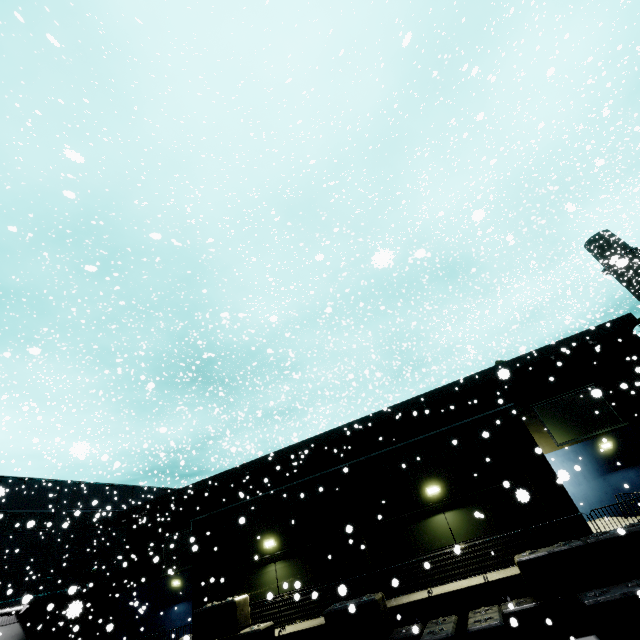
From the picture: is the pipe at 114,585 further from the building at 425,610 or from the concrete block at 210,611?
the concrete block at 210,611

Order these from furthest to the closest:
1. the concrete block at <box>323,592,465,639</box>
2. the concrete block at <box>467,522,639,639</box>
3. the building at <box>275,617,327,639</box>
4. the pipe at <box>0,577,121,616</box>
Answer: the pipe at <box>0,577,121,616</box>
the building at <box>275,617,327,639</box>
the concrete block at <box>323,592,465,639</box>
the concrete block at <box>467,522,639,639</box>

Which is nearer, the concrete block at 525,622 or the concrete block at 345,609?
the concrete block at 525,622

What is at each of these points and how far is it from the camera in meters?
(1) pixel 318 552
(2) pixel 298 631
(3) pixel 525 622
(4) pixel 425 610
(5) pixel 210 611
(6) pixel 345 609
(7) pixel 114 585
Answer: (1) building, 14.2
(2) building, 11.7
(3) concrete block, 8.9
(4) building, 10.6
(5) concrete block, 12.2
(6) concrete block, 10.6
(7) pipe, 29.6

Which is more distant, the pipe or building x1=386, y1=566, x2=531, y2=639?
the pipe

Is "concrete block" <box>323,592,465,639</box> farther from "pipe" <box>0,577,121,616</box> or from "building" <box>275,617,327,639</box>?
"pipe" <box>0,577,121,616</box>

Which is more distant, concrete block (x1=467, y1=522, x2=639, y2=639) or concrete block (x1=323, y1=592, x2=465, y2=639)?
concrete block (x1=323, y1=592, x2=465, y2=639)
